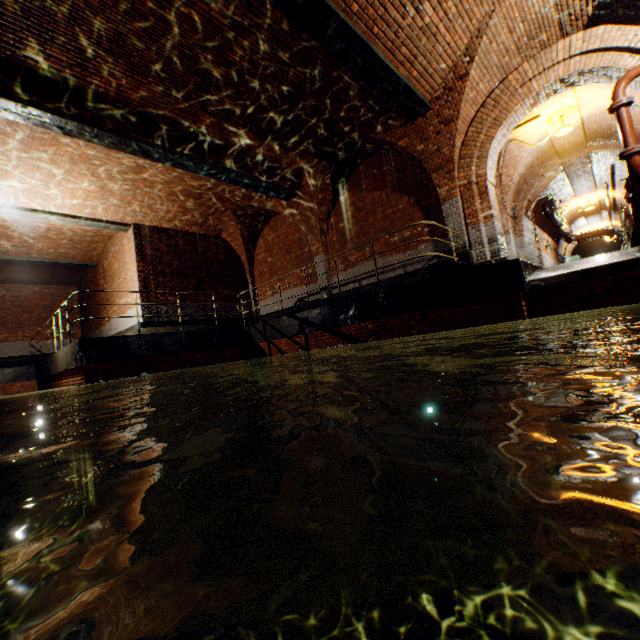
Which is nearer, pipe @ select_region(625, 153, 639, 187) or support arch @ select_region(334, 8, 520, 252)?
pipe @ select_region(625, 153, 639, 187)

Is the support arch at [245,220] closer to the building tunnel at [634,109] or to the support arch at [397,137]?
the building tunnel at [634,109]

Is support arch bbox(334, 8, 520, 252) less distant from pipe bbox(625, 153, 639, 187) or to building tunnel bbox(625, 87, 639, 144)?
building tunnel bbox(625, 87, 639, 144)

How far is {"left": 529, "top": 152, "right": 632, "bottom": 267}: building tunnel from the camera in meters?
13.3

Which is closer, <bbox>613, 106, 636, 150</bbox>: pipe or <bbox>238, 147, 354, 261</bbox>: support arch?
<bbox>613, 106, 636, 150</bbox>: pipe

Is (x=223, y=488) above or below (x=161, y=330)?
below

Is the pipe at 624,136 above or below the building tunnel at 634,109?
below

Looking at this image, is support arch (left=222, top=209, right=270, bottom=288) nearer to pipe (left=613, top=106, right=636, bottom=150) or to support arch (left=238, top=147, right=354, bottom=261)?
support arch (left=238, top=147, right=354, bottom=261)
